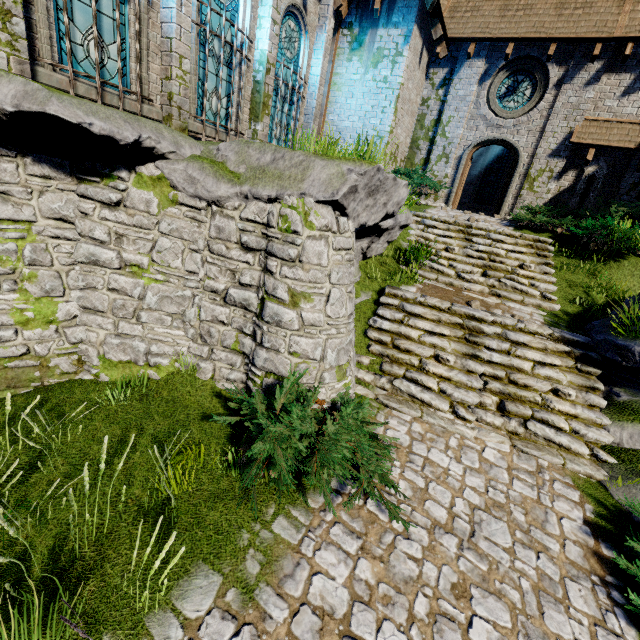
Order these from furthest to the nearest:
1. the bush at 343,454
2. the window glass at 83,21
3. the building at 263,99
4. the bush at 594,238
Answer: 1. the bush at 594,238
2. the building at 263,99
3. the window glass at 83,21
4. the bush at 343,454

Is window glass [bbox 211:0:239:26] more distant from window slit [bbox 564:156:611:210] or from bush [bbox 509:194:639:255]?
window slit [bbox 564:156:611:210]

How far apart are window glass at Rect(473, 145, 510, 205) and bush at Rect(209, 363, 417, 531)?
17.6m

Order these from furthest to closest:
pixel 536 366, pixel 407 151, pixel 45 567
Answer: pixel 407 151 → pixel 536 366 → pixel 45 567

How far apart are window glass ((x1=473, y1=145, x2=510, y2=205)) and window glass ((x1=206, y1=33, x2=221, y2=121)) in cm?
1497

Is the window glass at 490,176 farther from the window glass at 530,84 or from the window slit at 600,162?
the window slit at 600,162

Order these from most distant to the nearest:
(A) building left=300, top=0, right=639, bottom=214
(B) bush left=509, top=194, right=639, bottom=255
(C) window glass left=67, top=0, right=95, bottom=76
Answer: (A) building left=300, top=0, right=639, bottom=214, (B) bush left=509, top=194, right=639, bottom=255, (C) window glass left=67, top=0, right=95, bottom=76
